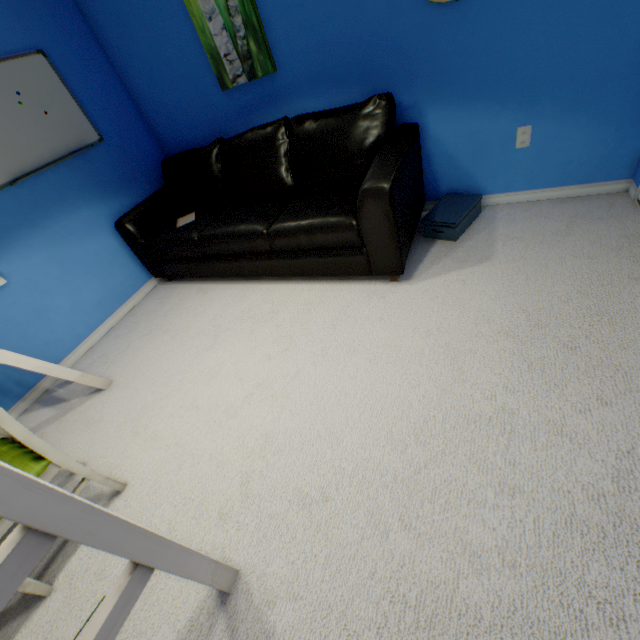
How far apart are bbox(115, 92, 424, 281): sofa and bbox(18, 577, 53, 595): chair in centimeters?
157cm

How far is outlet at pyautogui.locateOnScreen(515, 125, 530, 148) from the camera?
2.1 meters

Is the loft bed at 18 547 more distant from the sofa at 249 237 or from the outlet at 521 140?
the outlet at 521 140

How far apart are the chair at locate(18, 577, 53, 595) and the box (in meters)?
2.43

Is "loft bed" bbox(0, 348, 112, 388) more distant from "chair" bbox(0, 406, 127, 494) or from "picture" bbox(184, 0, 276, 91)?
"picture" bbox(184, 0, 276, 91)

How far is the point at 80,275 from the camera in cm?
264

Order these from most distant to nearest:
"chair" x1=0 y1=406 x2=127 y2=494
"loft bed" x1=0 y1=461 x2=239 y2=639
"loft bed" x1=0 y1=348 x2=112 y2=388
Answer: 1. "loft bed" x1=0 y1=348 x2=112 y2=388
2. "chair" x1=0 y1=406 x2=127 y2=494
3. "loft bed" x1=0 y1=461 x2=239 y2=639

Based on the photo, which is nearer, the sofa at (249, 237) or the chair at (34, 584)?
the chair at (34, 584)
